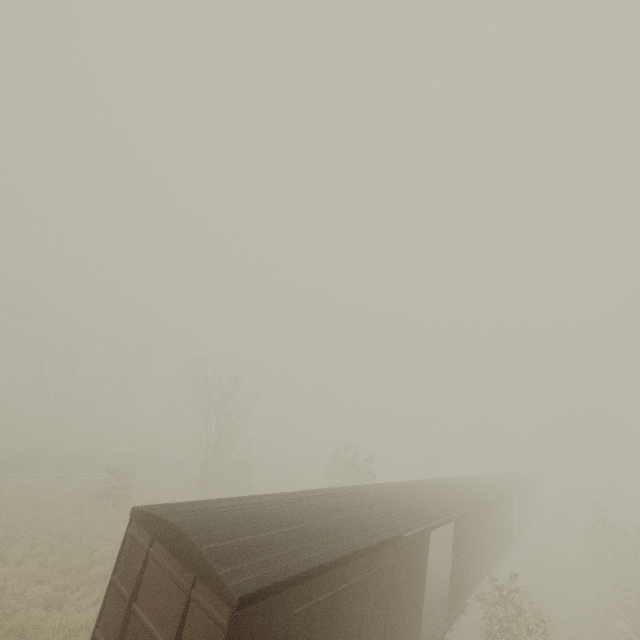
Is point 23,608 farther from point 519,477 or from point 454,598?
point 519,477
